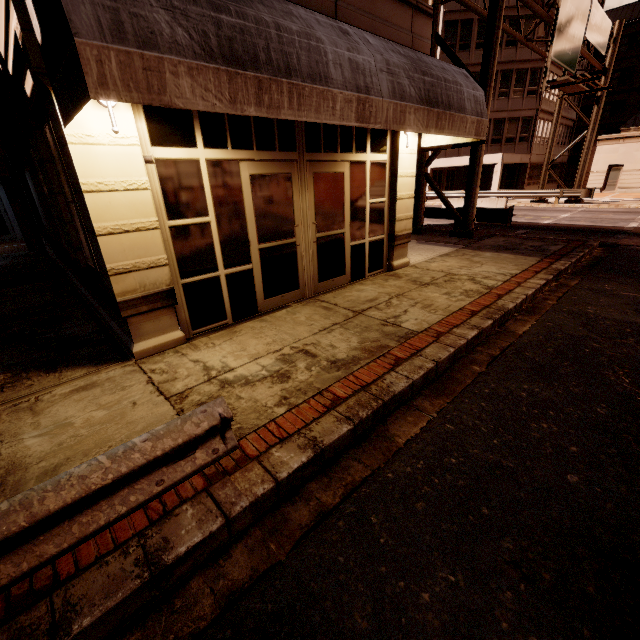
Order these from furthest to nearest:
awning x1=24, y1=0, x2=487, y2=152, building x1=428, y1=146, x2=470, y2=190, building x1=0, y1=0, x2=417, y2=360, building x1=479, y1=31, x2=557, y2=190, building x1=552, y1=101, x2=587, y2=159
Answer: building x1=552, y1=101, x2=587, y2=159, building x1=428, y1=146, x2=470, y2=190, building x1=479, y1=31, x2=557, y2=190, building x1=0, y1=0, x2=417, y2=360, awning x1=24, y1=0, x2=487, y2=152

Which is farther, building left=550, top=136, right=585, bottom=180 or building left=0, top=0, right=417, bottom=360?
building left=550, top=136, right=585, bottom=180

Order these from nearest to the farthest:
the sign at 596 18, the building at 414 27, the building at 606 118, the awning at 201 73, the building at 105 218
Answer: the awning at 201 73, the building at 105 218, the building at 414 27, the sign at 596 18, the building at 606 118

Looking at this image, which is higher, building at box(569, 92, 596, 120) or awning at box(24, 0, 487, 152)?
building at box(569, 92, 596, 120)

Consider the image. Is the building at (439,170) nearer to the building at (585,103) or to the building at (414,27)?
the building at (585,103)

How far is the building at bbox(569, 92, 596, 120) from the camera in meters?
37.0

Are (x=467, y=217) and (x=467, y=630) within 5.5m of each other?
no
